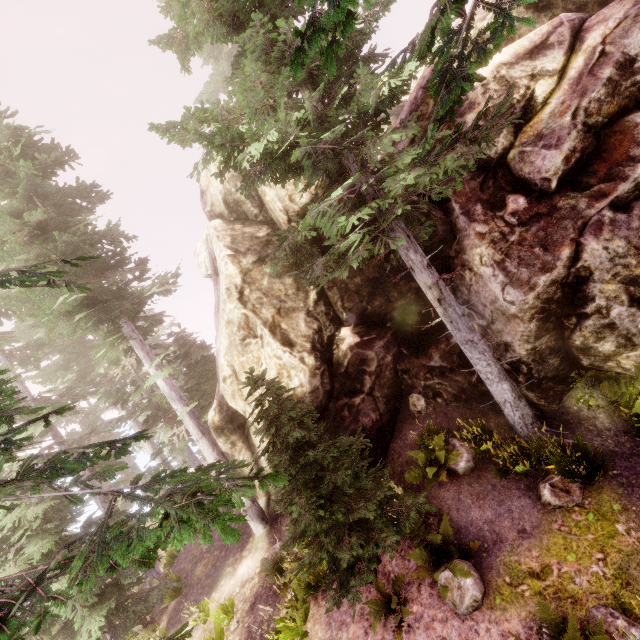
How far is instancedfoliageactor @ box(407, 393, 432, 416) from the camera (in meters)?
10.33

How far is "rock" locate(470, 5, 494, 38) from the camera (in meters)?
9.38

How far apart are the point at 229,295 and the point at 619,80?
11.71m

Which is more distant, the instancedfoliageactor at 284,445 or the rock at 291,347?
the rock at 291,347

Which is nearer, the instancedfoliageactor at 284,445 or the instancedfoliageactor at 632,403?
the instancedfoliageactor at 284,445

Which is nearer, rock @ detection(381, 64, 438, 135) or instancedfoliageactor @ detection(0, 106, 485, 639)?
instancedfoliageactor @ detection(0, 106, 485, 639)
